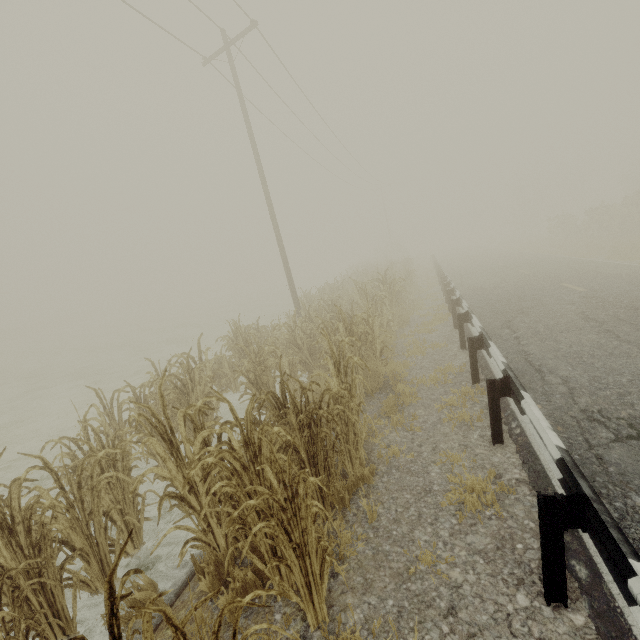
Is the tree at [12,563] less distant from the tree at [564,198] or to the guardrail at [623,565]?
the guardrail at [623,565]

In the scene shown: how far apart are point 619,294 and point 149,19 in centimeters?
1693cm

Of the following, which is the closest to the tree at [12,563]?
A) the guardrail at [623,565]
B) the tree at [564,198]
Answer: the guardrail at [623,565]

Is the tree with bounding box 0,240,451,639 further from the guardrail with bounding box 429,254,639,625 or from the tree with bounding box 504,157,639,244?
the tree with bounding box 504,157,639,244

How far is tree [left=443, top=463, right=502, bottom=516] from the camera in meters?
3.3

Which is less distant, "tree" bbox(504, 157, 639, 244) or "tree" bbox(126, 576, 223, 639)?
"tree" bbox(126, 576, 223, 639)

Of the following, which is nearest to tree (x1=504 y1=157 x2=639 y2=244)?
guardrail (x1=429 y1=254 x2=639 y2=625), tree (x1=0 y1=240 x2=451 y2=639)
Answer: guardrail (x1=429 y1=254 x2=639 y2=625)
